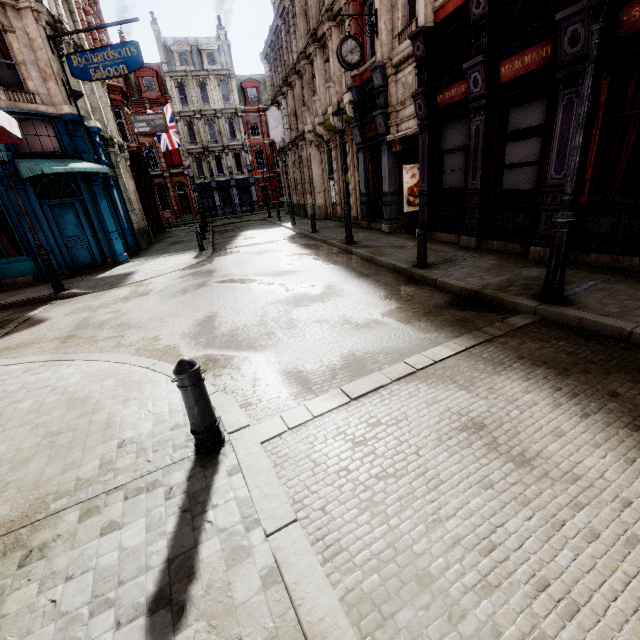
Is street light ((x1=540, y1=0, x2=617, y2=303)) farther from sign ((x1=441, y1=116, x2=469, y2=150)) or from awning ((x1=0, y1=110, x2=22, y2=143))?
awning ((x1=0, y1=110, x2=22, y2=143))

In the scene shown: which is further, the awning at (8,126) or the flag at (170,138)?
the flag at (170,138)

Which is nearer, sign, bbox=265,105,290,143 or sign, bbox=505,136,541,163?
sign, bbox=505,136,541,163

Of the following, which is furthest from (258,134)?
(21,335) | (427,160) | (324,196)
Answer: (21,335)

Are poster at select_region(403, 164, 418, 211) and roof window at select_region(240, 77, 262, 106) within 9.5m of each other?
no

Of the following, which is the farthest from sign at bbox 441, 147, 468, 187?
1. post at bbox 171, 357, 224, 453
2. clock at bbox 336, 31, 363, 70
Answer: post at bbox 171, 357, 224, 453

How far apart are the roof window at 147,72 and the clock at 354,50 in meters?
37.1 m

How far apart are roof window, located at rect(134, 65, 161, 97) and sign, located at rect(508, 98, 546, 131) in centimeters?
4428cm
